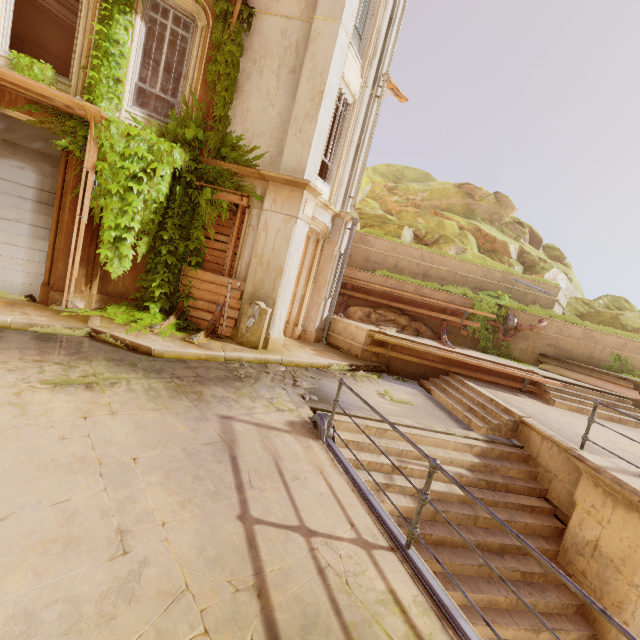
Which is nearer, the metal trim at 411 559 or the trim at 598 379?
the metal trim at 411 559

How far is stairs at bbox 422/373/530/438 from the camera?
7.2 meters

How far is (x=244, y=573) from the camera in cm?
256

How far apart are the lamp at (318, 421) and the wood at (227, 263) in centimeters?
488cm

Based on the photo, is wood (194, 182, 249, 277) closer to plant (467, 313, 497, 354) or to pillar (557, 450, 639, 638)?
pillar (557, 450, 639, 638)

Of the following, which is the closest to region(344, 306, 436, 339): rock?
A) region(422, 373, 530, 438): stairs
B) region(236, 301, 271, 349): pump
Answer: region(422, 373, 530, 438): stairs

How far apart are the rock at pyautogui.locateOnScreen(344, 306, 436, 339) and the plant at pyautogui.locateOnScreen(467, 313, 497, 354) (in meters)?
1.06

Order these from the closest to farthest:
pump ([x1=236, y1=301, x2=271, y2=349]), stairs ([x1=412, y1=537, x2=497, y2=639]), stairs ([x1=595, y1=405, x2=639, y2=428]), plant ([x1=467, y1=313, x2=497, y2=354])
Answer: stairs ([x1=412, y1=537, x2=497, y2=639]) → pump ([x1=236, y1=301, x2=271, y2=349]) → stairs ([x1=595, y1=405, x2=639, y2=428]) → plant ([x1=467, y1=313, x2=497, y2=354])
